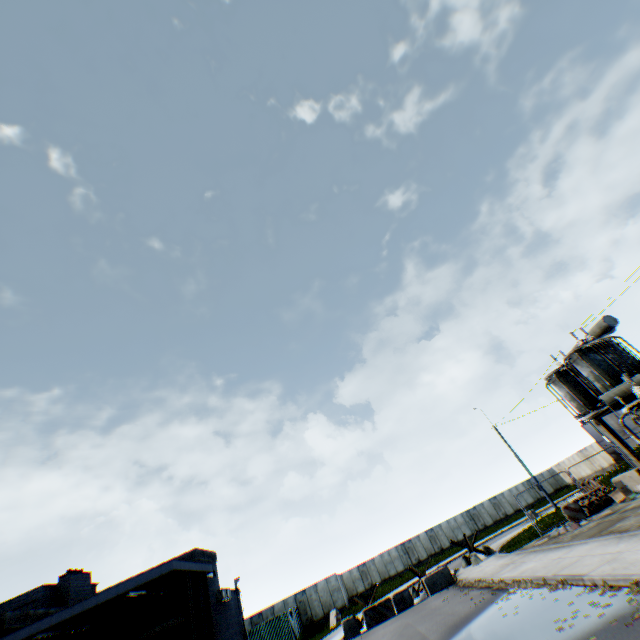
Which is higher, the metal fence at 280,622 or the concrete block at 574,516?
the metal fence at 280,622

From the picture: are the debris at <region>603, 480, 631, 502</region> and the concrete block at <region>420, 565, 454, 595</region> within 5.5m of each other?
no

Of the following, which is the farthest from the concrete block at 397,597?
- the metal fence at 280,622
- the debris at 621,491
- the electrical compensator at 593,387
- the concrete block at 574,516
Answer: the electrical compensator at 593,387

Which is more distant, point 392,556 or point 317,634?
point 392,556

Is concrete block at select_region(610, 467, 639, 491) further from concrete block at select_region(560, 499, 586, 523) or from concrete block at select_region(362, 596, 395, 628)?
concrete block at select_region(362, 596, 395, 628)

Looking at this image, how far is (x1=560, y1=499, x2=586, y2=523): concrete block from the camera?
16.5 meters

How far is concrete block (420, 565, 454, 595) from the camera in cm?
1897

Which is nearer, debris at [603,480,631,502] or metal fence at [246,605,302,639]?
debris at [603,480,631,502]
